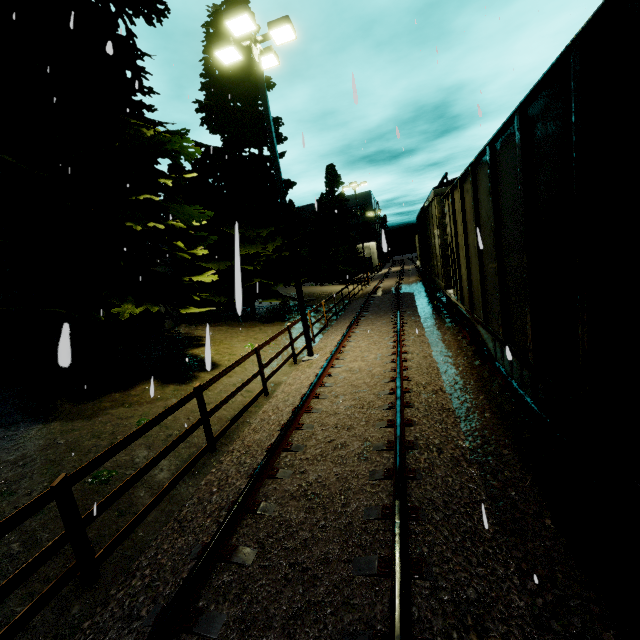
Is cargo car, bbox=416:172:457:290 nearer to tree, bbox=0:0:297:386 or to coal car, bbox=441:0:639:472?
coal car, bbox=441:0:639:472

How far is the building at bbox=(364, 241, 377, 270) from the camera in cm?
5662

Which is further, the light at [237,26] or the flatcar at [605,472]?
the light at [237,26]

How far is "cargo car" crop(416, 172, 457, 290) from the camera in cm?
1060

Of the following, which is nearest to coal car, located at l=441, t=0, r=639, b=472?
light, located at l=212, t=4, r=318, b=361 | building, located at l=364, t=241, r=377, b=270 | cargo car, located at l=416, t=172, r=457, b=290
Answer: cargo car, located at l=416, t=172, r=457, b=290

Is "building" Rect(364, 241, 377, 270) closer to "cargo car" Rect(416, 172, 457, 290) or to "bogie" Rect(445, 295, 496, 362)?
"cargo car" Rect(416, 172, 457, 290)

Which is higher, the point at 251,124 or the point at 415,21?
the point at 251,124

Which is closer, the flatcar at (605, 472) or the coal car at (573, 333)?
the coal car at (573, 333)
